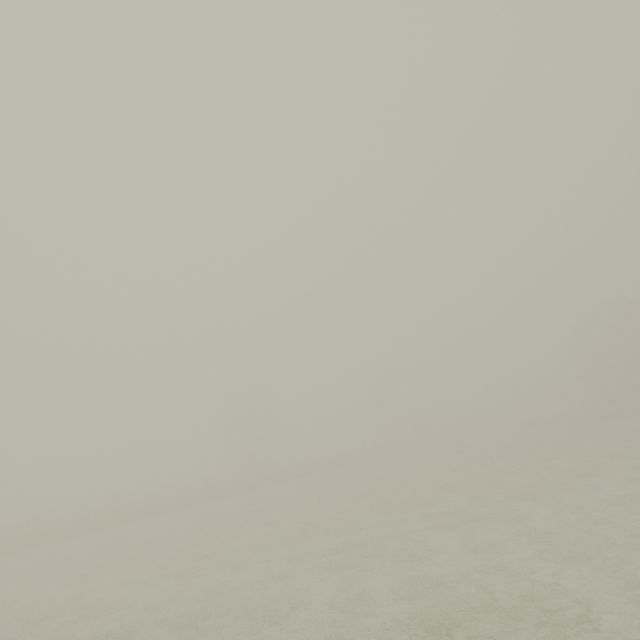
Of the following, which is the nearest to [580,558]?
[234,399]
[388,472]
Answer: [388,472]
